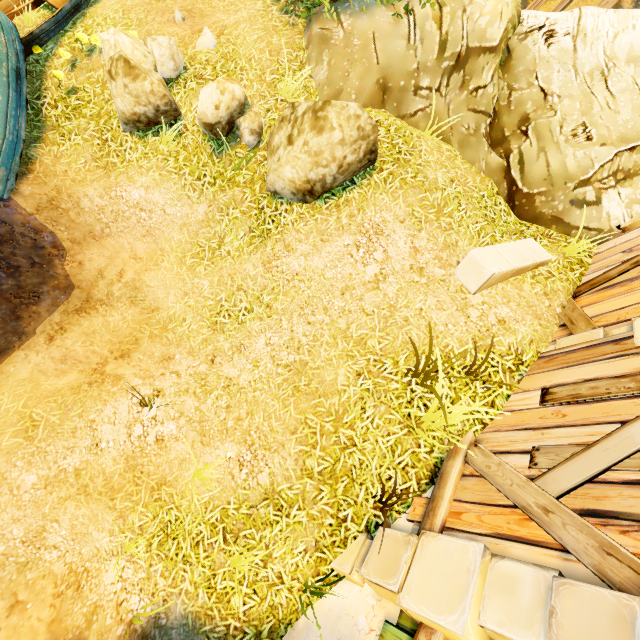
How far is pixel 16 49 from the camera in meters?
6.2

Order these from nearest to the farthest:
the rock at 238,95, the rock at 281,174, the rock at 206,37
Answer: the rock at 281,174 → the rock at 238,95 → the rock at 206,37

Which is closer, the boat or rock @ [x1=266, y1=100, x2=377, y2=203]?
rock @ [x1=266, y1=100, x2=377, y2=203]

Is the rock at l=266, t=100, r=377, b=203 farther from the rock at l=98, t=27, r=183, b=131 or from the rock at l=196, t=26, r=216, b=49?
the rock at l=196, t=26, r=216, b=49

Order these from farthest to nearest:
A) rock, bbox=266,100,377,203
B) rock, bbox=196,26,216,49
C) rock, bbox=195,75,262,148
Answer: rock, bbox=196,26,216,49 → rock, bbox=195,75,262,148 → rock, bbox=266,100,377,203

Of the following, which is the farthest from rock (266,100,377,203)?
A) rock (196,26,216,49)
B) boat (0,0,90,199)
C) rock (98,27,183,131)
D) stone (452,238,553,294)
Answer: boat (0,0,90,199)

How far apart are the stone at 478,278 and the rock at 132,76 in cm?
602

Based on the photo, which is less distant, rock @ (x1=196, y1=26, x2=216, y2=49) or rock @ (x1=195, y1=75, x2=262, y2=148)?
rock @ (x1=195, y1=75, x2=262, y2=148)
